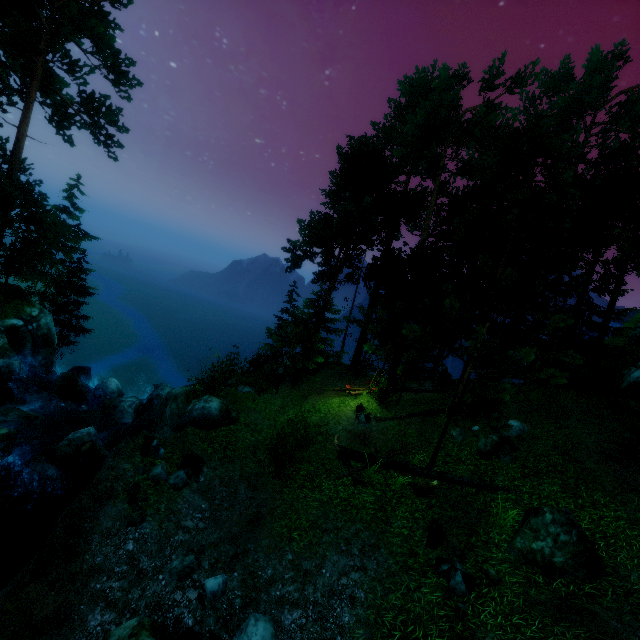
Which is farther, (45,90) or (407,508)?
(45,90)

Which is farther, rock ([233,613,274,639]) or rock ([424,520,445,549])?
rock ([424,520,445,549])

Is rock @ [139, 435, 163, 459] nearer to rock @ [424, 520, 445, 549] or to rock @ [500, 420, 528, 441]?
rock @ [424, 520, 445, 549]

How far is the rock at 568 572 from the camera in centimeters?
715cm

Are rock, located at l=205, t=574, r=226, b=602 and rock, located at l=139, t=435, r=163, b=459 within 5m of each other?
yes

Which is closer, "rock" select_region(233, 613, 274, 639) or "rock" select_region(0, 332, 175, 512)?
"rock" select_region(233, 613, 274, 639)

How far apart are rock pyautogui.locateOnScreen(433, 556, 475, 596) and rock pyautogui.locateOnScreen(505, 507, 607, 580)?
1.01m

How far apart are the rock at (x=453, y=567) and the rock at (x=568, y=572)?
1.01m
